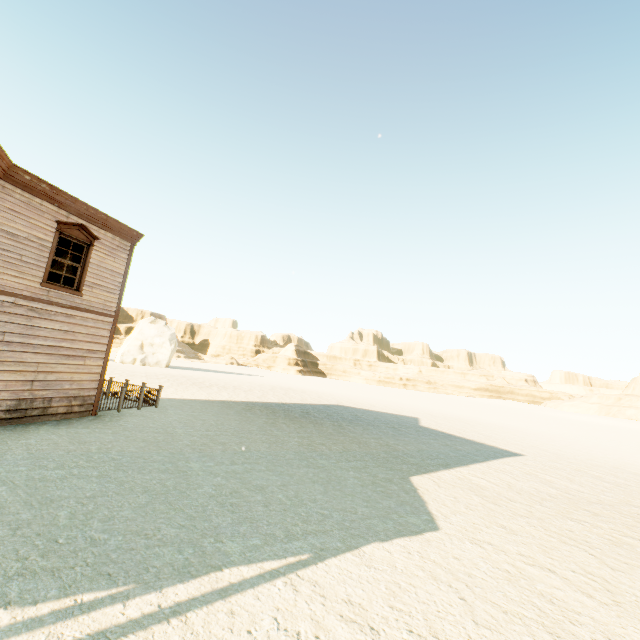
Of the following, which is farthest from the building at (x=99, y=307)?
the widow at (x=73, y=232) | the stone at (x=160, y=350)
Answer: the stone at (x=160, y=350)

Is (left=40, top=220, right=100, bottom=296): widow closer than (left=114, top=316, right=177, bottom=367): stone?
Yes

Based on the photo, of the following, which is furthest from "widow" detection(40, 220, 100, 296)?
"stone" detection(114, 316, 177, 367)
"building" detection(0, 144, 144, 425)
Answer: "stone" detection(114, 316, 177, 367)

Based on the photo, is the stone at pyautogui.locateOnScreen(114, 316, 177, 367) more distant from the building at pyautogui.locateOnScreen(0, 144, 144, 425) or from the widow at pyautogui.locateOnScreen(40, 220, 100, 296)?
the widow at pyautogui.locateOnScreen(40, 220, 100, 296)

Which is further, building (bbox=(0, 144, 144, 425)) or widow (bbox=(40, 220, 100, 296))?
widow (bbox=(40, 220, 100, 296))

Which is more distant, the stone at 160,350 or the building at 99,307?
the stone at 160,350

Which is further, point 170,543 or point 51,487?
point 51,487
